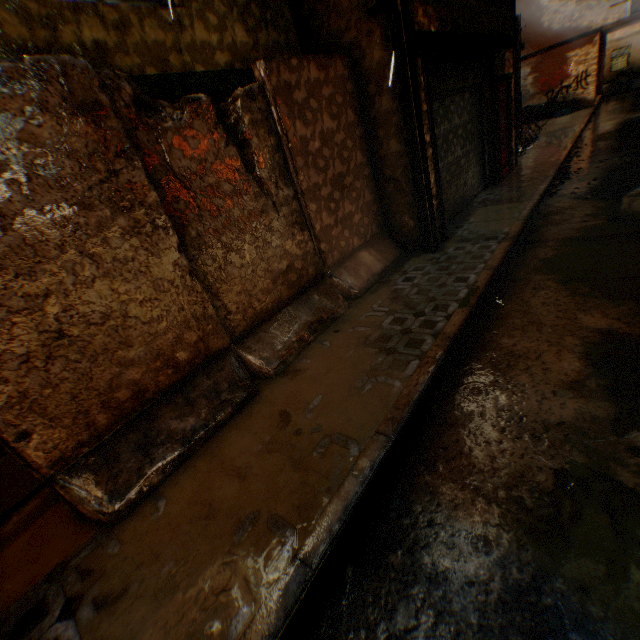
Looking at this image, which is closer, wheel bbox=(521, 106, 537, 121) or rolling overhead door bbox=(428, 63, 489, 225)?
rolling overhead door bbox=(428, 63, 489, 225)

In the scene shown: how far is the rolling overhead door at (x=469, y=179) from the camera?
6.4 meters

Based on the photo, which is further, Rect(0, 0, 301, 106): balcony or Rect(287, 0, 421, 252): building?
Rect(287, 0, 421, 252): building

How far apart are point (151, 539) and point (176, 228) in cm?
286

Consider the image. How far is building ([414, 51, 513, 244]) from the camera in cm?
525

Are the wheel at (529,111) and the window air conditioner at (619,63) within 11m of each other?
no

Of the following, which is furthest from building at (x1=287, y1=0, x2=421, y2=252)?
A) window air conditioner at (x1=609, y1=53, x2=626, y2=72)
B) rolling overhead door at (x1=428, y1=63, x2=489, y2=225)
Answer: window air conditioner at (x1=609, y1=53, x2=626, y2=72)

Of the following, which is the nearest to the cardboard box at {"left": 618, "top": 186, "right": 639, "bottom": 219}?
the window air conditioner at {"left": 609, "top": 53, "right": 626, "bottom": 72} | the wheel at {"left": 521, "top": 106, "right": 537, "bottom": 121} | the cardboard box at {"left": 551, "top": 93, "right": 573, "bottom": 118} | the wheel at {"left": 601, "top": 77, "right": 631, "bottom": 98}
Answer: the wheel at {"left": 521, "top": 106, "right": 537, "bottom": 121}
